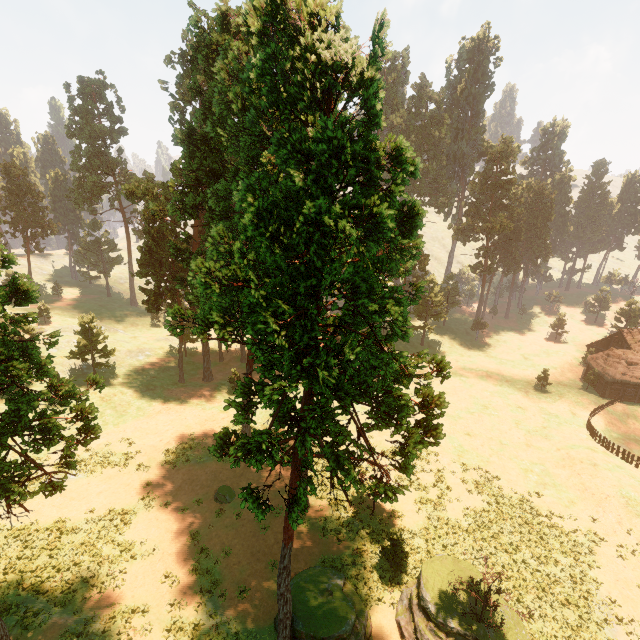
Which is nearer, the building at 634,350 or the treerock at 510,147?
the building at 634,350

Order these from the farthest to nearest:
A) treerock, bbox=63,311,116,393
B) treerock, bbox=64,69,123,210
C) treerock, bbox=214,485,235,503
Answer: treerock, bbox=64,69,123,210 < treerock, bbox=214,485,235,503 < treerock, bbox=63,311,116,393

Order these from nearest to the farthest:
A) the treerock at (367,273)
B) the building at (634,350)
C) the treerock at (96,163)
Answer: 1. the treerock at (367,273)
2. the building at (634,350)
3. the treerock at (96,163)

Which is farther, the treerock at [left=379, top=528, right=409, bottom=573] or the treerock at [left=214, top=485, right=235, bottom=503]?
the treerock at [left=214, top=485, right=235, bottom=503]

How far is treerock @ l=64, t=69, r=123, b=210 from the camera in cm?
5484

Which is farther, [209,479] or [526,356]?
[526,356]
